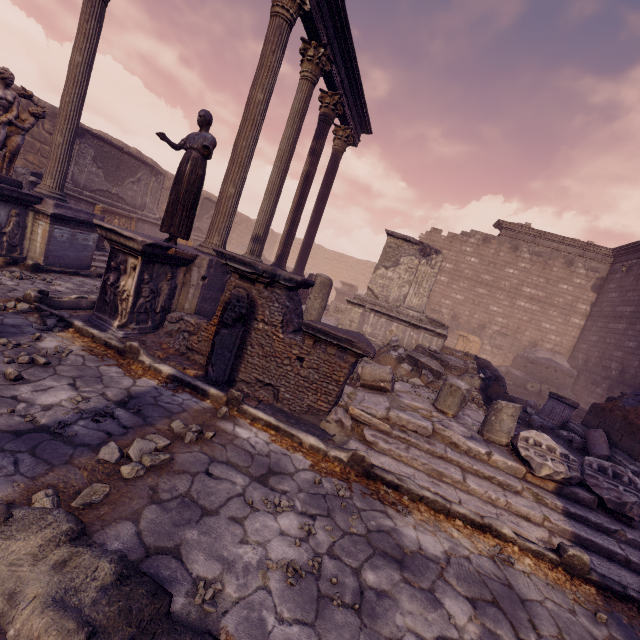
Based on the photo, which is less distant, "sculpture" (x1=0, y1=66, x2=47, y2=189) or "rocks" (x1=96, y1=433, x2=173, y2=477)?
"rocks" (x1=96, y1=433, x2=173, y2=477)

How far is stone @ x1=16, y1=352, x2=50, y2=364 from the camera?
3.62m

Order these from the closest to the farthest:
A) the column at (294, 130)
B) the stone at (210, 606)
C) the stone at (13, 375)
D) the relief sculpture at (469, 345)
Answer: the stone at (210, 606)
the stone at (13, 375)
the column at (294, 130)
the relief sculpture at (469, 345)

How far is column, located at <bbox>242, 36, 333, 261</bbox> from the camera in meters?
7.8

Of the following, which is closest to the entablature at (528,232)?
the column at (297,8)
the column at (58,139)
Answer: the column at (297,8)

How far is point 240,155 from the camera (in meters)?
6.48

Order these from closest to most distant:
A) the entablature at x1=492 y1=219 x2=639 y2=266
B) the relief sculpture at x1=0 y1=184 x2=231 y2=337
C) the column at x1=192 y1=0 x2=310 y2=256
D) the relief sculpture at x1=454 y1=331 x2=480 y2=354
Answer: the relief sculpture at x1=0 y1=184 x2=231 y2=337
the column at x1=192 y1=0 x2=310 y2=256
the entablature at x1=492 y1=219 x2=639 y2=266
the relief sculpture at x1=454 y1=331 x2=480 y2=354

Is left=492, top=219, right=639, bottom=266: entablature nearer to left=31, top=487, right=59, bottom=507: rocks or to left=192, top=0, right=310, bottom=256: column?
left=192, top=0, right=310, bottom=256: column
